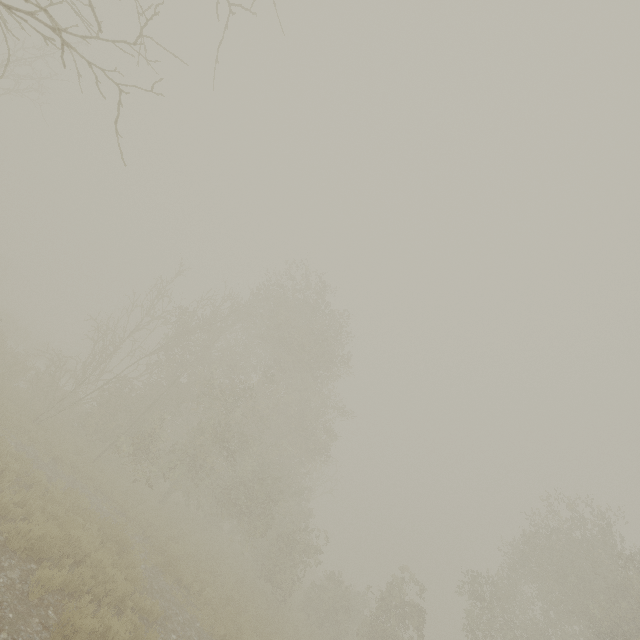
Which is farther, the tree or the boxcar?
the boxcar

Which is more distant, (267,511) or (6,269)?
(6,269)

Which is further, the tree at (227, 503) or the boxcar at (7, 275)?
the boxcar at (7, 275)
